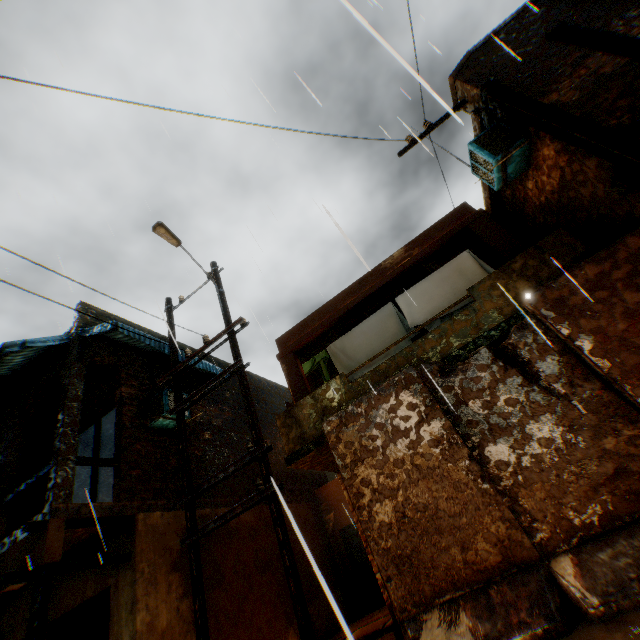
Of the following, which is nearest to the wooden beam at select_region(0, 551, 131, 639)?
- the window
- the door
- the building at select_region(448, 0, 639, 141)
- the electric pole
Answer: the building at select_region(448, 0, 639, 141)

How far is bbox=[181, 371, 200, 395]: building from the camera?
10.7 meters

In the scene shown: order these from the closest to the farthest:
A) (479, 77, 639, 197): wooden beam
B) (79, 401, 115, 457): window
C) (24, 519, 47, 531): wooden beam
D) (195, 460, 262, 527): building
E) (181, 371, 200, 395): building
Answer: (479, 77, 639, 197): wooden beam → (24, 519, 47, 531): wooden beam → (195, 460, 262, 527): building → (79, 401, 115, 457): window → (181, 371, 200, 395): building

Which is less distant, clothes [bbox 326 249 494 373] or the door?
clothes [bbox 326 249 494 373]

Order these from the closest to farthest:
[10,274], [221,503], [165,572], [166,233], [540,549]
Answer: [540,549] < [165,572] < [166,233] < [221,503] < [10,274]

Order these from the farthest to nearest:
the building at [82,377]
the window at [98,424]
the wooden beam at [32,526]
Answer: the window at [98,424], the building at [82,377], the wooden beam at [32,526]

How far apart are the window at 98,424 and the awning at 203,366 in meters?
1.4 m
